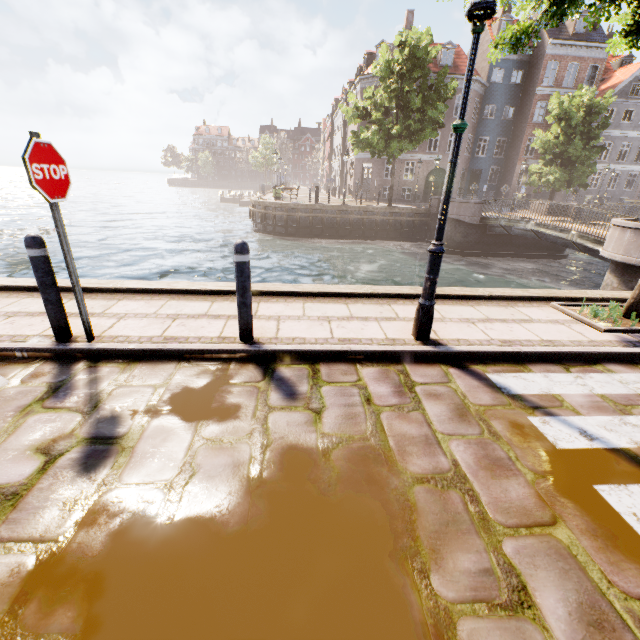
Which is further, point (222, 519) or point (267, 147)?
point (267, 147)

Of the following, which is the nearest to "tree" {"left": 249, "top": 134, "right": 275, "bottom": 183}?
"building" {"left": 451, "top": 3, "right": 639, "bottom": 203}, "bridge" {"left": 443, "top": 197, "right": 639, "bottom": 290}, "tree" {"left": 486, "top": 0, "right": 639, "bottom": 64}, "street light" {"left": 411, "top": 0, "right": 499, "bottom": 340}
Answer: "building" {"left": 451, "top": 3, "right": 639, "bottom": 203}

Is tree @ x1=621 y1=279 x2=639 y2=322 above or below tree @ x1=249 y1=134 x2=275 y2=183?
below

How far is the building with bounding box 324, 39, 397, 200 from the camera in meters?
31.0 m

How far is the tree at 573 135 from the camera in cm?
2217

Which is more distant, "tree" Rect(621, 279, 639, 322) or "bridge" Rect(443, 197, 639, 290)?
"bridge" Rect(443, 197, 639, 290)

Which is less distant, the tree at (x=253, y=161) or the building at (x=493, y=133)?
the building at (x=493, y=133)

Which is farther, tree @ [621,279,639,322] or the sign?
Answer: tree @ [621,279,639,322]
